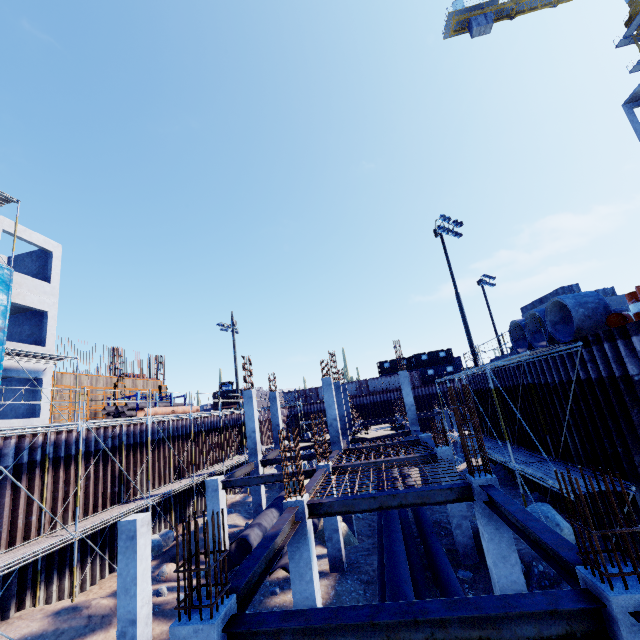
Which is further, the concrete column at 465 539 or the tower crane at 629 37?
the tower crane at 629 37

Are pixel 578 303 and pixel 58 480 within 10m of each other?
no

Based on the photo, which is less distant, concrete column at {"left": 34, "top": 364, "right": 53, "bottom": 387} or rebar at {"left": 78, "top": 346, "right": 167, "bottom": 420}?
concrete column at {"left": 34, "top": 364, "right": 53, "bottom": 387}

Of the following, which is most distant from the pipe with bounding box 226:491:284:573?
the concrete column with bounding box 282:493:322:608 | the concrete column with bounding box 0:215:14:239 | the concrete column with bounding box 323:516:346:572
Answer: the concrete column with bounding box 0:215:14:239

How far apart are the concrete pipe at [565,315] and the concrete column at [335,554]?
9.9m

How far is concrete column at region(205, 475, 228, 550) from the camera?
13.53m

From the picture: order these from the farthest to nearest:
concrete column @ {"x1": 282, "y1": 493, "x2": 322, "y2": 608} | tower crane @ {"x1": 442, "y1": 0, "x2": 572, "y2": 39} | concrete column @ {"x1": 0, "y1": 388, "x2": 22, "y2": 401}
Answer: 1. tower crane @ {"x1": 442, "y1": 0, "x2": 572, "y2": 39}
2. concrete column @ {"x1": 0, "y1": 388, "x2": 22, "y2": 401}
3. concrete column @ {"x1": 282, "y1": 493, "x2": 322, "y2": 608}

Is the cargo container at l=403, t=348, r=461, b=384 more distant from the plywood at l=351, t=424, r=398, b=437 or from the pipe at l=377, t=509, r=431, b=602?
the plywood at l=351, t=424, r=398, b=437
